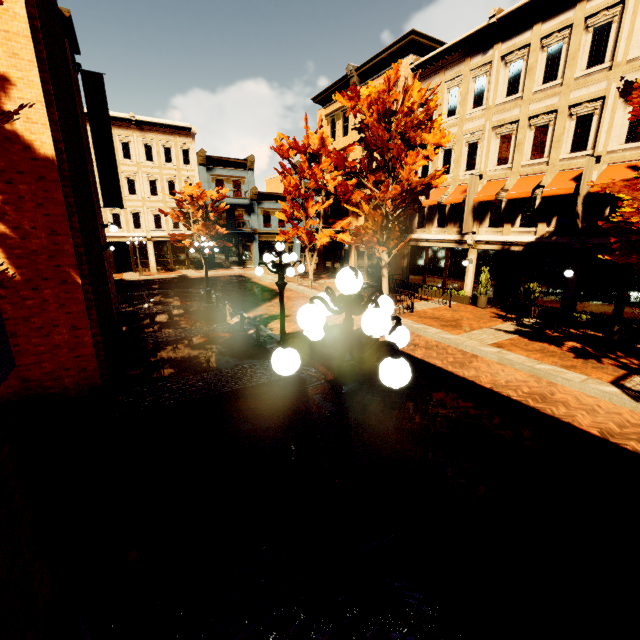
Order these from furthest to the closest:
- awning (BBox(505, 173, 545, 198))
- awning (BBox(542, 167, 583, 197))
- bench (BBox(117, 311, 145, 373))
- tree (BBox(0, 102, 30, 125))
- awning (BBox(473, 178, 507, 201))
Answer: awning (BBox(473, 178, 507, 201))
awning (BBox(505, 173, 545, 198))
awning (BBox(542, 167, 583, 197))
bench (BBox(117, 311, 145, 373))
tree (BBox(0, 102, 30, 125))

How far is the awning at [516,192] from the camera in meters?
14.2

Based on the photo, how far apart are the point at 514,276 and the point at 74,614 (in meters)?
20.00

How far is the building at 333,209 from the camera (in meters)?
25.63

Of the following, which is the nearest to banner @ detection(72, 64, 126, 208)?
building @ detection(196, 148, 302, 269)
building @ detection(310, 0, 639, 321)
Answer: building @ detection(310, 0, 639, 321)

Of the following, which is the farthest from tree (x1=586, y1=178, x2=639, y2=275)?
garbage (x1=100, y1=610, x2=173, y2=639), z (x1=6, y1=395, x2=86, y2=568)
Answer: z (x1=6, y1=395, x2=86, y2=568)

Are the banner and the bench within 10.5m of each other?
yes

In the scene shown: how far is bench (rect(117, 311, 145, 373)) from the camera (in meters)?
9.34
